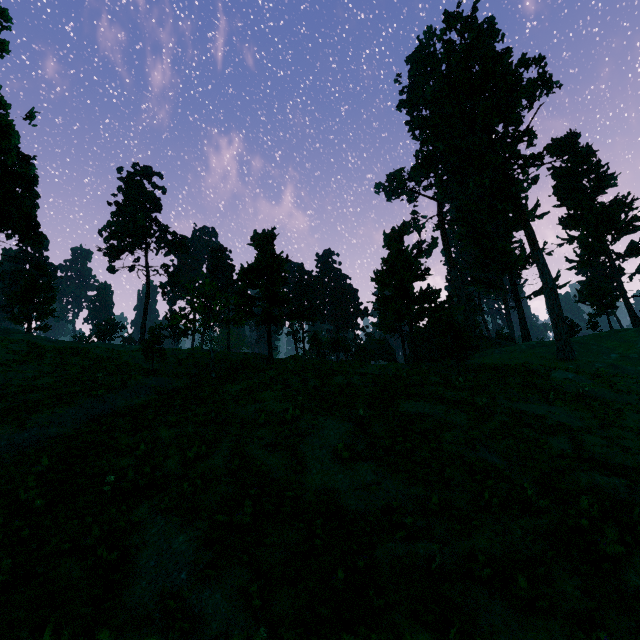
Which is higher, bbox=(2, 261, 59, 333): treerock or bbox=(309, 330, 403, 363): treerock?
bbox=(2, 261, 59, 333): treerock

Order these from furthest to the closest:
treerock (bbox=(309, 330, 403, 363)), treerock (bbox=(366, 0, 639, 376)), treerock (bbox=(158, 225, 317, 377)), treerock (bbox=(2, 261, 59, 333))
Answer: treerock (bbox=(309, 330, 403, 363))
treerock (bbox=(2, 261, 59, 333))
treerock (bbox=(366, 0, 639, 376))
treerock (bbox=(158, 225, 317, 377))

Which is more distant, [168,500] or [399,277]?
[399,277]

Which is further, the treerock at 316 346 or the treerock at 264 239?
the treerock at 316 346

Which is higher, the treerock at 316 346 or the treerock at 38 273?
the treerock at 38 273

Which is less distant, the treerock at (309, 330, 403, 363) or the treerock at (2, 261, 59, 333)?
the treerock at (2, 261, 59, 333)
